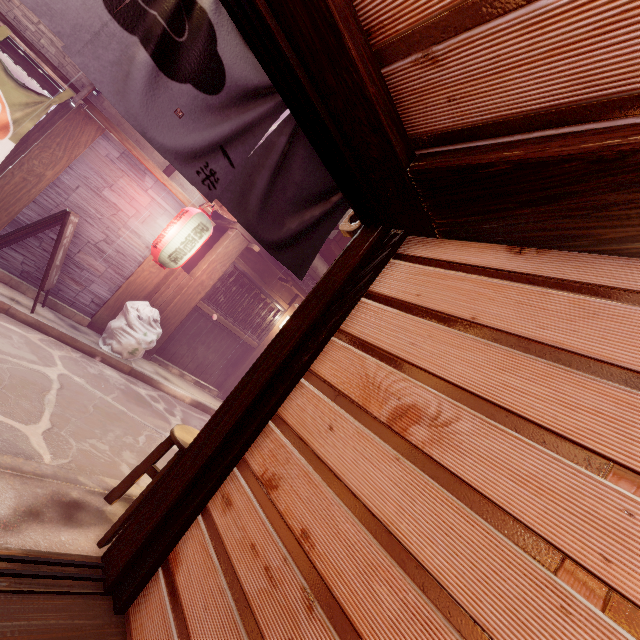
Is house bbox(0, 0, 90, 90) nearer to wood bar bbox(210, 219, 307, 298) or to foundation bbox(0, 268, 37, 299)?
wood bar bbox(210, 219, 307, 298)

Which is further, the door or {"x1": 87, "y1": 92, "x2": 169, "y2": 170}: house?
{"x1": 87, "y1": 92, "x2": 169, "y2": 170}: house

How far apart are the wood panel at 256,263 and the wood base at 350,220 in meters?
8.8 m

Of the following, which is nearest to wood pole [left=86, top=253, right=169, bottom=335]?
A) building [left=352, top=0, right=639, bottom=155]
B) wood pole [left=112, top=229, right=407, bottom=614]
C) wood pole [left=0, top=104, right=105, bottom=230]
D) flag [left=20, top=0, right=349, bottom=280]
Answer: wood pole [left=0, top=104, right=105, bottom=230]

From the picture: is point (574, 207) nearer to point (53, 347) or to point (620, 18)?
point (620, 18)

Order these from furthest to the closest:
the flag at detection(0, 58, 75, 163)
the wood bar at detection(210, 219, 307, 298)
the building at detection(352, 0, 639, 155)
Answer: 1. the wood bar at detection(210, 219, 307, 298)
2. the flag at detection(0, 58, 75, 163)
3. the building at detection(352, 0, 639, 155)

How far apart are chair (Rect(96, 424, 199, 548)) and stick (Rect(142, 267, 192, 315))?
7.97m

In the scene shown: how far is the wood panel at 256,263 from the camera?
13.38m
